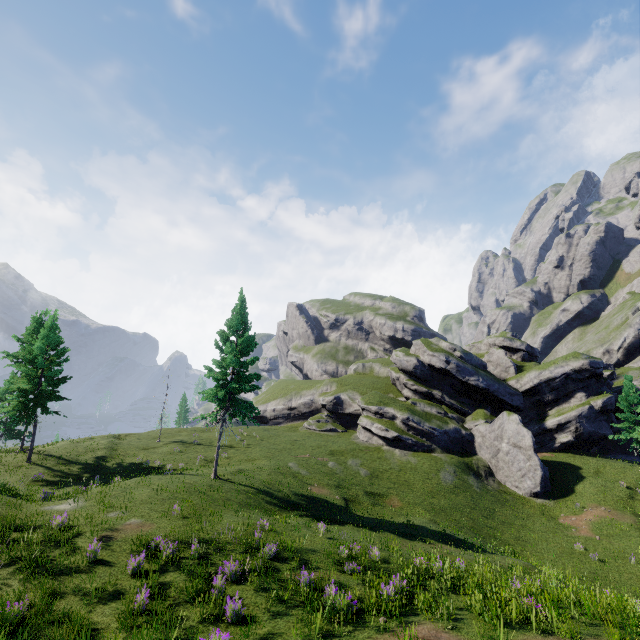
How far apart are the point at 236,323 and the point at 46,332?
17.5m
